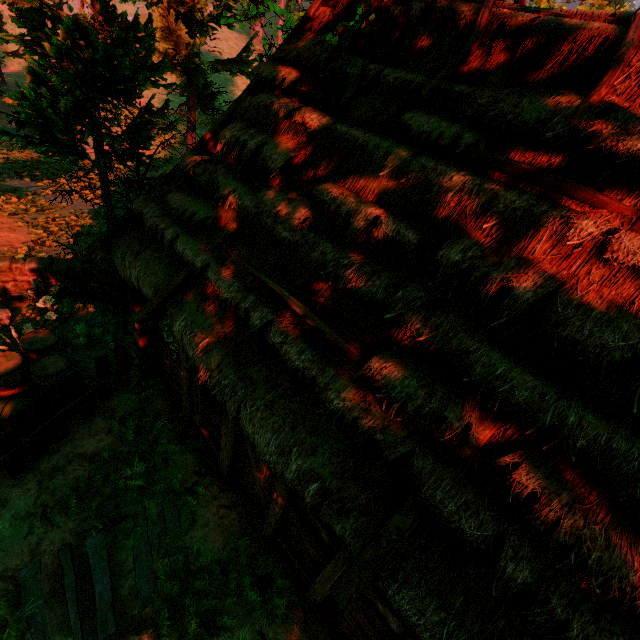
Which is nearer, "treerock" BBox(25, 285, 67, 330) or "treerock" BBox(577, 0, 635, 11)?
"treerock" BBox(577, 0, 635, 11)

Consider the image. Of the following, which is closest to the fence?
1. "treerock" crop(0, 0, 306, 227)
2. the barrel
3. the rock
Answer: the barrel

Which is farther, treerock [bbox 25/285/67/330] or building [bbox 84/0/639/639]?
treerock [bbox 25/285/67/330]

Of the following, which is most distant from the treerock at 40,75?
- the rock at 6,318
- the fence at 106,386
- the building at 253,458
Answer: the rock at 6,318

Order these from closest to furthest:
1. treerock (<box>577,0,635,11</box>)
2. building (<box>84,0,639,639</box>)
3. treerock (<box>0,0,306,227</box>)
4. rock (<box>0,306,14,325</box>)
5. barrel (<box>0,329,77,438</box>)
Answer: building (<box>84,0,639,639</box>) → barrel (<box>0,329,77,438</box>) → treerock (<box>577,0,635,11</box>) → treerock (<box>0,0,306,227</box>) → rock (<box>0,306,14,325</box>)

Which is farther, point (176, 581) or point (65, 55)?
point (65, 55)

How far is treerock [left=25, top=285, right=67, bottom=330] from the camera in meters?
7.5

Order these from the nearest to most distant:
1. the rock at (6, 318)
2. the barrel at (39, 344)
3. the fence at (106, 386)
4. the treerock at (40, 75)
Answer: the fence at (106, 386)
the barrel at (39, 344)
the treerock at (40, 75)
the rock at (6, 318)
